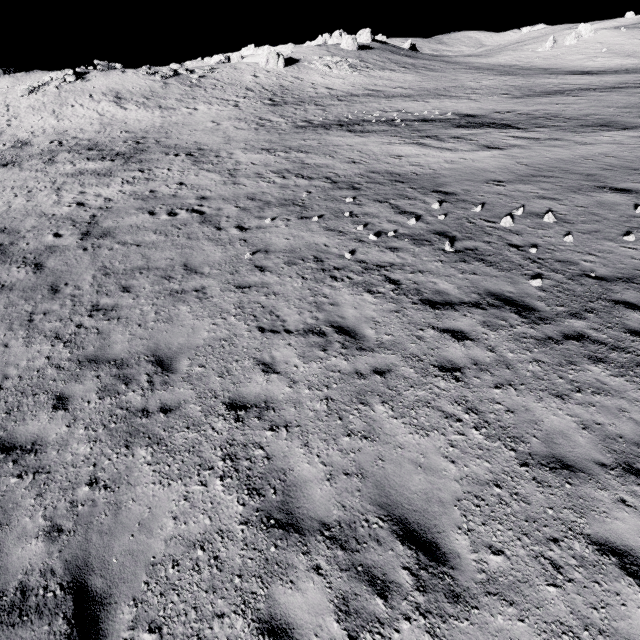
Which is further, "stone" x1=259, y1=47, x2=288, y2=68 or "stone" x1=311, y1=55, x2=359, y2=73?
"stone" x1=311, y1=55, x2=359, y2=73

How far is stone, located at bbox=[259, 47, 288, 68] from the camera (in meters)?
47.97

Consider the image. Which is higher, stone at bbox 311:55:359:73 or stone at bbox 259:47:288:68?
stone at bbox 259:47:288:68

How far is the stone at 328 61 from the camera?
49.1 meters

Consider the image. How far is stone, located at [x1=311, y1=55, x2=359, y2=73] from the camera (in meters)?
49.09

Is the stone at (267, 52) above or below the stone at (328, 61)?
above

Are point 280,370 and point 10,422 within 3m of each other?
no
